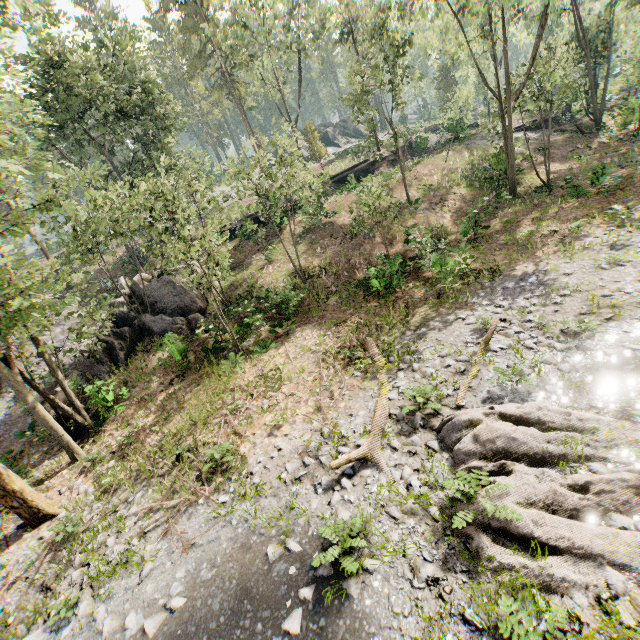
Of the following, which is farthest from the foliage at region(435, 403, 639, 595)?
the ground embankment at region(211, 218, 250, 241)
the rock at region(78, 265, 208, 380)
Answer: the rock at region(78, 265, 208, 380)

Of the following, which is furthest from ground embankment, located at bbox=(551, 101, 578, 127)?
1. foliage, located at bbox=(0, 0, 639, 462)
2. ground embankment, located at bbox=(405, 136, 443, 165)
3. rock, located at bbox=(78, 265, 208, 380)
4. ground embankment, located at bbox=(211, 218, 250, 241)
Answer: rock, located at bbox=(78, 265, 208, 380)

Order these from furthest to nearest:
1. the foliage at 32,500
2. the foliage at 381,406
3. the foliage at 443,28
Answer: the foliage at 443,28 < the foliage at 32,500 < the foliage at 381,406

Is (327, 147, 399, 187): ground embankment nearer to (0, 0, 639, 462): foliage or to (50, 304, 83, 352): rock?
(0, 0, 639, 462): foliage

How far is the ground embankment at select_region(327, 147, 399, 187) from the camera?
30.87m

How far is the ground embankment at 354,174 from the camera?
30.9 meters

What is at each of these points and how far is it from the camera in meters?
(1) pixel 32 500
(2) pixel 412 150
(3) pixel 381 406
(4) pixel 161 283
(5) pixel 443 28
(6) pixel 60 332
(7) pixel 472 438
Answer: (1) foliage, 11.3
(2) ground embankment, 38.9
(3) foliage, 10.3
(4) rock, 20.6
(5) foliage, 25.4
(6) rock, 23.1
(7) foliage, 7.7
